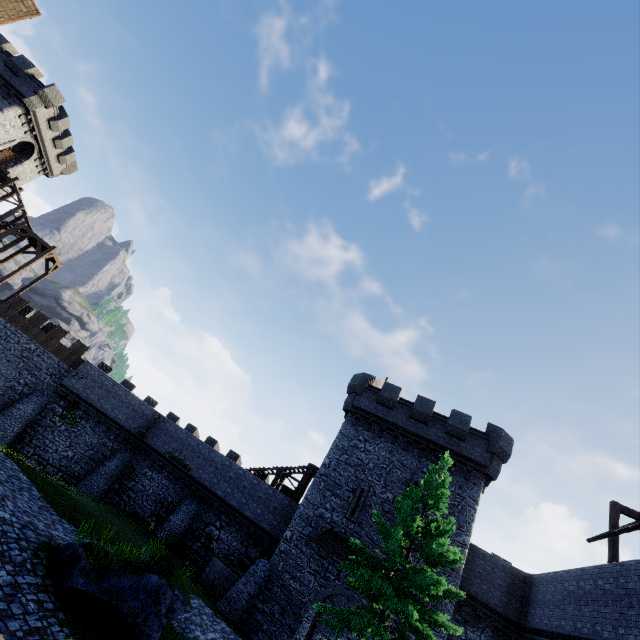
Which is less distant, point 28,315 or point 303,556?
point 303,556

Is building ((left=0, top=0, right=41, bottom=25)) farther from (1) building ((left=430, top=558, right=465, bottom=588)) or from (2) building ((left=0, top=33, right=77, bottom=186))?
(1) building ((left=430, top=558, right=465, bottom=588))

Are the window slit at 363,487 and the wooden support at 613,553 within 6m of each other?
no

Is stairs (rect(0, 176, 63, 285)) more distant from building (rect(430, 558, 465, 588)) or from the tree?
the tree

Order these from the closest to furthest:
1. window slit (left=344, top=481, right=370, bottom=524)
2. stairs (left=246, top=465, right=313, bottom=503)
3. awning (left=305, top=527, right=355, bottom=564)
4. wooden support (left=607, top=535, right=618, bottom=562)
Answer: wooden support (left=607, top=535, right=618, bottom=562) < awning (left=305, top=527, right=355, bottom=564) < window slit (left=344, top=481, right=370, bottom=524) < stairs (left=246, top=465, right=313, bottom=503)

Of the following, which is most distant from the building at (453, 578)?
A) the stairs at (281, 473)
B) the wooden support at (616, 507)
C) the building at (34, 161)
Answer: the building at (34, 161)

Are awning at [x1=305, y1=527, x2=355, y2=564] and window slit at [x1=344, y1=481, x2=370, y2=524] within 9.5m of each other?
yes

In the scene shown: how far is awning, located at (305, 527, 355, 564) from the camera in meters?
18.5 m
